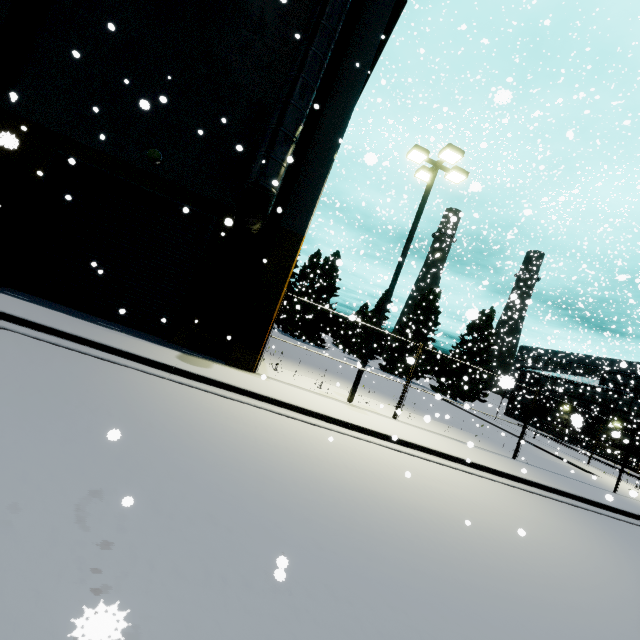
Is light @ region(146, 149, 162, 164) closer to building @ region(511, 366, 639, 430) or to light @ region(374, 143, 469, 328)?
building @ region(511, 366, 639, 430)

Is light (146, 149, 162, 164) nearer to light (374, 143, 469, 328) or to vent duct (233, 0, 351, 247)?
vent duct (233, 0, 351, 247)

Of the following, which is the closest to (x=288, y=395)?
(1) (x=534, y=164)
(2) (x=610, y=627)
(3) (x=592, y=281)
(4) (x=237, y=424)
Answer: (4) (x=237, y=424)

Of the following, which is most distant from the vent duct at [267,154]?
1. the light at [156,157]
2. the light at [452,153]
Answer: the light at [452,153]

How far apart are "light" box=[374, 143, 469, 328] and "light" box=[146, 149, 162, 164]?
A: 8.72m

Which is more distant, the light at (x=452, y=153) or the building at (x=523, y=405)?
the building at (x=523, y=405)

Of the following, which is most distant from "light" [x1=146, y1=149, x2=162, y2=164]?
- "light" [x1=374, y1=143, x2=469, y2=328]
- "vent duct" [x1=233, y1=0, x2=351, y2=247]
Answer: "light" [x1=374, y1=143, x2=469, y2=328]

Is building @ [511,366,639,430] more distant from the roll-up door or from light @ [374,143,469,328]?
light @ [374,143,469,328]
